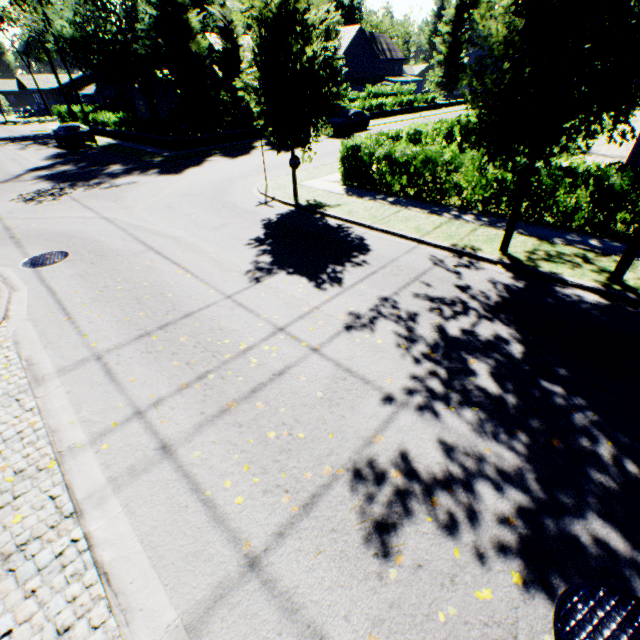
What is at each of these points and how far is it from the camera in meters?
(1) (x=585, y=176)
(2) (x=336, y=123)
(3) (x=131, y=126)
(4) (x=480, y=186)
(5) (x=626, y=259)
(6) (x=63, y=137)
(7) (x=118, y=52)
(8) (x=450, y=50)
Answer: (1) hedge, 8.6 m
(2) car, 28.3 m
(3) hedge, 28.6 m
(4) hedge, 11.2 m
(5) power line pole, 6.7 m
(6) car, 27.0 m
(7) tree, 22.2 m
(8) plant, 59.7 m

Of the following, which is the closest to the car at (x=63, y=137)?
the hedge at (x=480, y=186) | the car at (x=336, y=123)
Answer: the car at (x=336, y=123)

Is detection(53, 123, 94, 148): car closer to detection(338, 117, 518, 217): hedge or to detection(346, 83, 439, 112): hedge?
detection(346, 83, 439, 112): hedge

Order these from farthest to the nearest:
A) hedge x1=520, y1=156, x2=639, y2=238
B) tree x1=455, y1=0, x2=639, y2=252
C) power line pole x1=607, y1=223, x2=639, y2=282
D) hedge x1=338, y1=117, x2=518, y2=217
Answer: hedge x1=338, y1=117, x2=518, y2=217 < hedge x1=520, y1=156, x2=639, y2=238 < power line pole x1=607, y1=223, x2=639, y2=282 < tree x1=455, y1=0, x2=639, y2=252

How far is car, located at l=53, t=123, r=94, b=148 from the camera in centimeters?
2630cm

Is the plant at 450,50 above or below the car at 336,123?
above

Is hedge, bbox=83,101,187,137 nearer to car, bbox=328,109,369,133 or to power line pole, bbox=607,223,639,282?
car, bbox=328,109,369,133

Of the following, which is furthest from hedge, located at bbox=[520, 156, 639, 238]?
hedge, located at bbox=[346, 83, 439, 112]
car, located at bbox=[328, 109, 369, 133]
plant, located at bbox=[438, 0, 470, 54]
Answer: plant, located at bbox=[438, 0, 470, 54]
